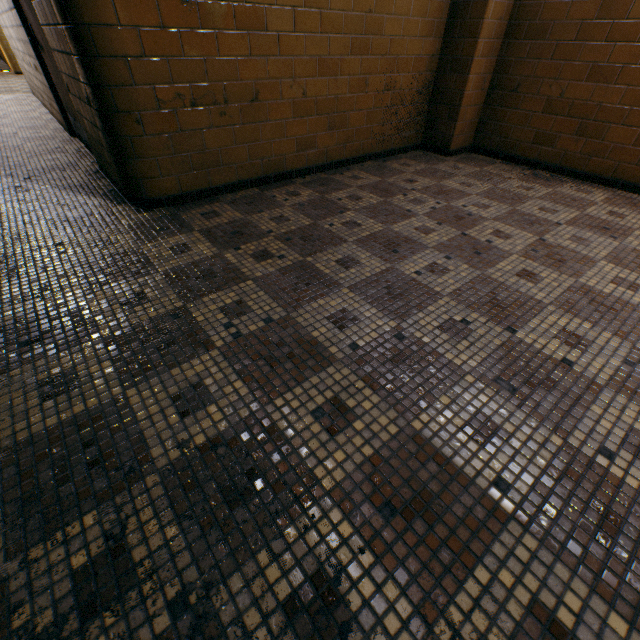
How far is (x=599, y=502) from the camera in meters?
1.0 m
